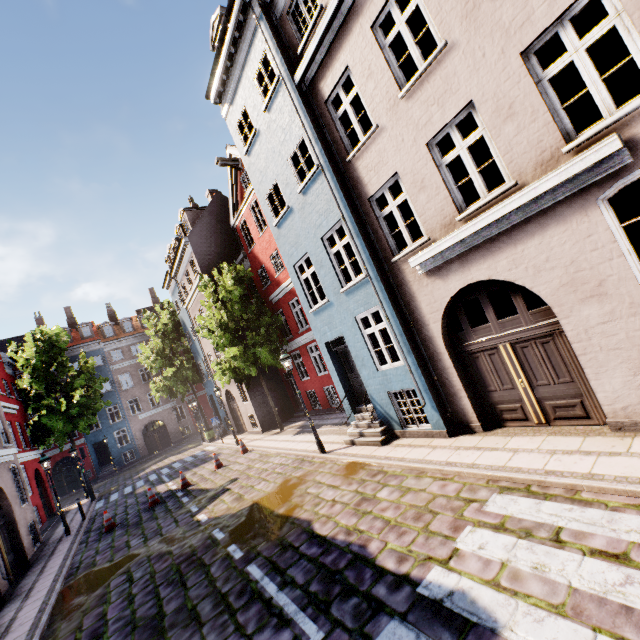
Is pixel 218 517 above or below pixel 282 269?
below

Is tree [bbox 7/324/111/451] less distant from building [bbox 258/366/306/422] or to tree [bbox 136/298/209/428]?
building [bbox 258/366/306/422]

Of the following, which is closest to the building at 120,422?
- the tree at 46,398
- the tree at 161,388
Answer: the tree at 161,388

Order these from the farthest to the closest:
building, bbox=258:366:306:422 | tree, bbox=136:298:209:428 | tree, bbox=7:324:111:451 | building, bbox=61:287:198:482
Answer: building, bbox=61:287:198:482, tree, bbox=136:298:209:428, tree, bbox=7:324:111:451, building, bbox=258:366:306:422

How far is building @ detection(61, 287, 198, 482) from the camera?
33.6 meters

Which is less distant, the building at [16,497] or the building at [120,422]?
the building at [16,497]
